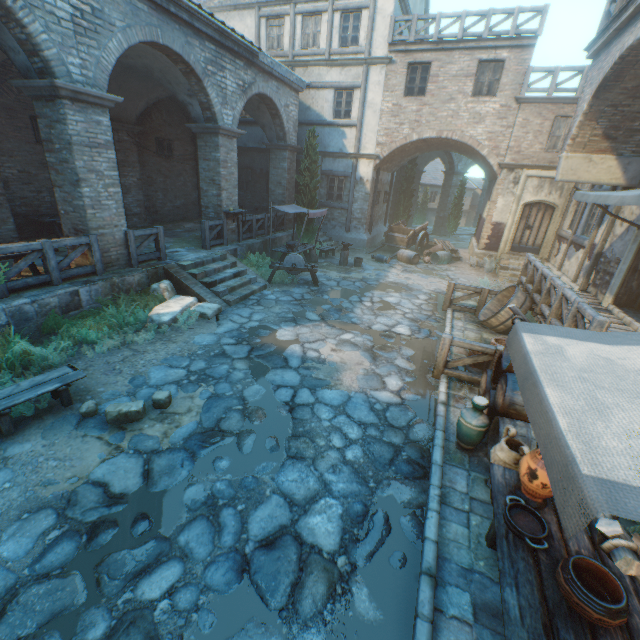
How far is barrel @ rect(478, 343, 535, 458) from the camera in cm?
446

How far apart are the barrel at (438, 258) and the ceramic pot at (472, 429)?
13.1m

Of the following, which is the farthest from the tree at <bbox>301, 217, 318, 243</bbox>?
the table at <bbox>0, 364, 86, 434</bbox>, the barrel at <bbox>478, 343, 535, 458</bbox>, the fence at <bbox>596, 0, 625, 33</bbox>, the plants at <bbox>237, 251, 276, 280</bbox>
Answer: the fence at <bbox>596, 0, 625, 33</bbox>

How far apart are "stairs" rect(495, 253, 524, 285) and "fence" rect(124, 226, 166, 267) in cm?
1374

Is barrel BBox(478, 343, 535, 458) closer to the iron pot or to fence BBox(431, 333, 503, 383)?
fence BBox(431, 333, 503, 383)

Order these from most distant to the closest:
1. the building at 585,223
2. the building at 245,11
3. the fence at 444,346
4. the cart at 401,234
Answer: the cart at 401,234, the building at 245,11, the building at 585,223, the fence at 444,346

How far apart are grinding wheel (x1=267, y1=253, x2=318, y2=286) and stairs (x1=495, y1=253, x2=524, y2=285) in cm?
855

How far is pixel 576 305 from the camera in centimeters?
596cm
